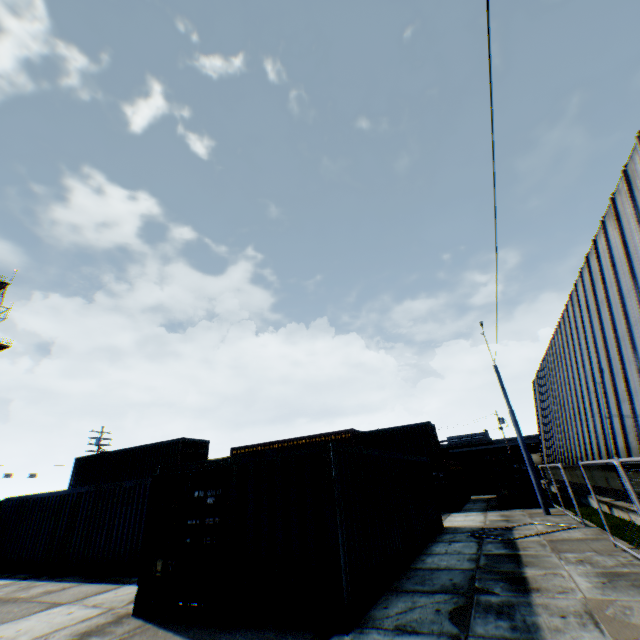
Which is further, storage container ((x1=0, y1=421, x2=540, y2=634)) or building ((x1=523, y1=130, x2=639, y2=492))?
building ((x1=523, y1=130, x2=639, y2=492))

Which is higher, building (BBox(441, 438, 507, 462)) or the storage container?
building (BBox(441, 438, 507, 462))

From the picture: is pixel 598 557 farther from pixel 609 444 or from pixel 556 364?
pixel 556 364

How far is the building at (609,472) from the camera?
14.35m

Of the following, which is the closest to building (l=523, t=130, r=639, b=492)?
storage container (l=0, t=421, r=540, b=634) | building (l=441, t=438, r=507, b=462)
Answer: storage container (l=0, t=421, r=540, b=634)

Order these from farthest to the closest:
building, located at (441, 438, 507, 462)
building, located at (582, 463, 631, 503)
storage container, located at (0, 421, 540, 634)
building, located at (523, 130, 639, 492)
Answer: building, located at (441, 438, 507, 462) < building, located at (582, 463, 631, 503) < building, located at (523, 130, 639, 492) < storage container, located at (0, 421, 540, 634)

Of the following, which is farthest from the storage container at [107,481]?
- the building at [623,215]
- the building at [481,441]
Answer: the building at [481,441]
